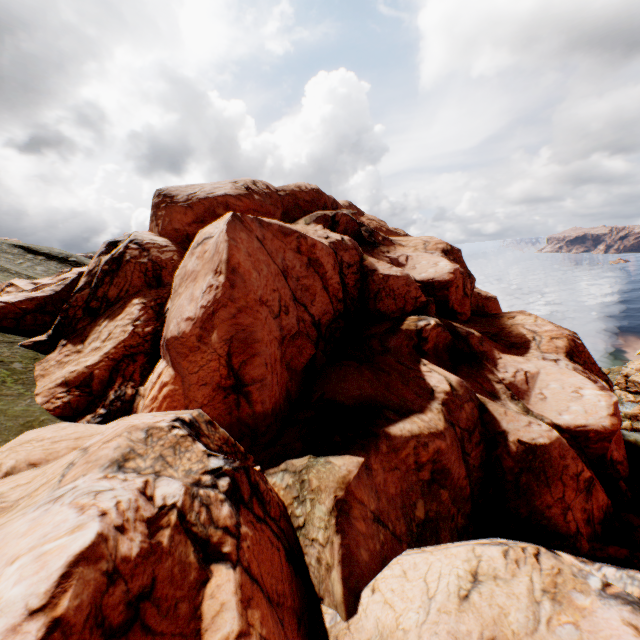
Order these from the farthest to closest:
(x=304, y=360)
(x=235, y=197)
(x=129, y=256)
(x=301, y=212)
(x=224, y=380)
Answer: (x=301, y=212) < (x=235, y=197) < (x=129, y=256) < (x=304, y=360) < (x=224, y=380)
